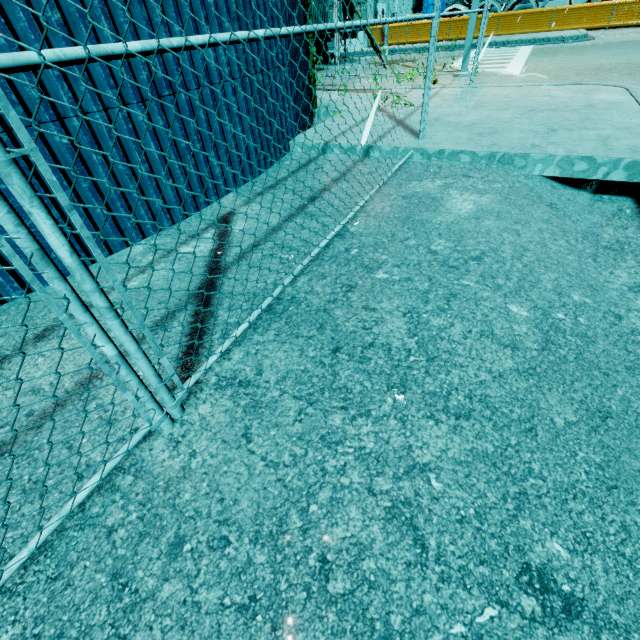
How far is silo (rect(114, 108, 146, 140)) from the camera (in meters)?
2.83

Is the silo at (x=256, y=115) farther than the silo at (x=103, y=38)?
Yes

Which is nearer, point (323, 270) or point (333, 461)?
point (333, 461)

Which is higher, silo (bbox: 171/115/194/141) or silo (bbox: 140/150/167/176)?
silo (bbox: 171/115/194/141)

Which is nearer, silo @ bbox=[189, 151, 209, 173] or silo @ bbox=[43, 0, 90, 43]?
silo @ bbox=[43, 0, 90, 43]
